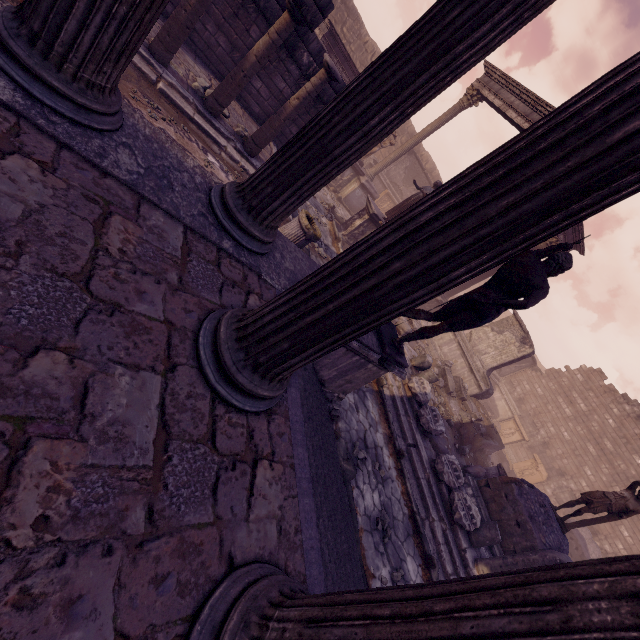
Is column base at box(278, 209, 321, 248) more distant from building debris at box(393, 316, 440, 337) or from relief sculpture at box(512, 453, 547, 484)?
relief sculpture at box(512, 453, 547, 484)

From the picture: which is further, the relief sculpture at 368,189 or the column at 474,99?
the column at 474,99

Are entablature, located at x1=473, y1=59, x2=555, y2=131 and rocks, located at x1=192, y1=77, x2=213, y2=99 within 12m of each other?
yes

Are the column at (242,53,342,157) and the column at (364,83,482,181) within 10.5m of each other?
yes

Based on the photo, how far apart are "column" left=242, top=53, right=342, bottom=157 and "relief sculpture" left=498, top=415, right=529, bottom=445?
20.10m

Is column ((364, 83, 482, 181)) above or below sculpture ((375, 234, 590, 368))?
above

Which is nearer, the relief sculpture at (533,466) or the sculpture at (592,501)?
the sculpture at (592,501)

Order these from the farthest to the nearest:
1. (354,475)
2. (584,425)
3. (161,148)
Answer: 1. (584,425)
2. (354,475)
3. (161,148)
